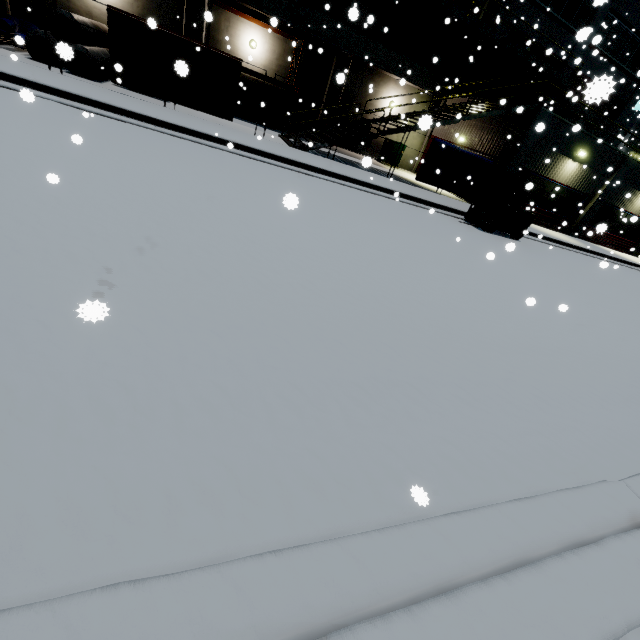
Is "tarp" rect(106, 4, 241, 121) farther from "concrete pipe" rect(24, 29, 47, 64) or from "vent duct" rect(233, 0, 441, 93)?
"concrete pipe" rect(24, 29, 47, 64)

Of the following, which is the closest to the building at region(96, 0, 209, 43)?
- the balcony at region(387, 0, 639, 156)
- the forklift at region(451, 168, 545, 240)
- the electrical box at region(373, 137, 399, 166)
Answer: the balcony at region(387, 0, 639, 156)

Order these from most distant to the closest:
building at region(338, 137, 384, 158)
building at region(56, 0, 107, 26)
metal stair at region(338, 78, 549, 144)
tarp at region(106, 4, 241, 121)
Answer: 1. building at region(338, 137, 384, 158)
2. building at region(56, 0, 107, 26)
3. metal stair at region(338, 78, 549, 144)
4. tarp at region(106, 4, 241, 121)

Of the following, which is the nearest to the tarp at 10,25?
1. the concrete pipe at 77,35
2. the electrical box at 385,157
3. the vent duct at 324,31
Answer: the concrete pipe at 77,35

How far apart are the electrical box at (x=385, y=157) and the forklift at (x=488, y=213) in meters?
10.5 m

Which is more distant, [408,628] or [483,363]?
[483,363]

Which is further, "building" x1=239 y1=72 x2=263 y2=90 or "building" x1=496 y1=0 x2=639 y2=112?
"building" x1=239 y1=72 x2=263 y2=90
